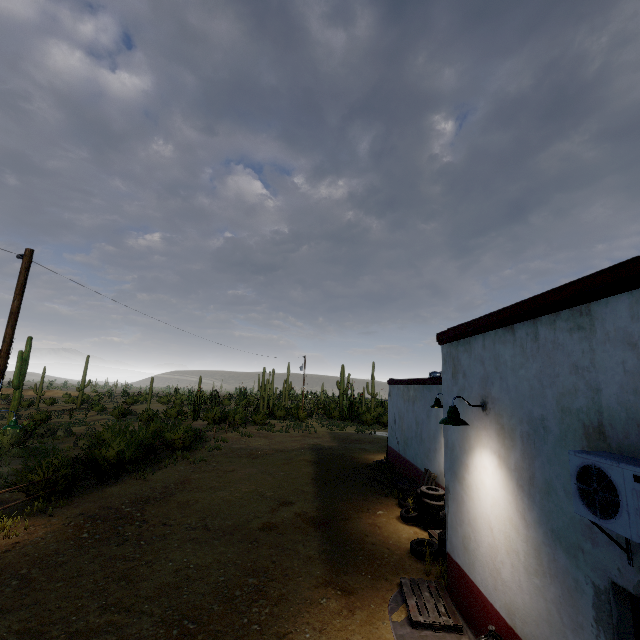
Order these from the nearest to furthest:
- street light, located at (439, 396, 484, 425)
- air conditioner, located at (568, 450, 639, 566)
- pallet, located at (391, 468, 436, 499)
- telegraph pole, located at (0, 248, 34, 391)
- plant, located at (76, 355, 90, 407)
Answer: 1. air conditioner, located at (568, 450, 639, 566)
2. street light, located at (439, 396, 484, 425)
3. telegraph pole, located at (0, 248, 34, 391)
4. pallet, located at (391, 468, 436, 499)
5. plant, located at (76, 355, 90, 407)

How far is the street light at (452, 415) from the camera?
5.0m

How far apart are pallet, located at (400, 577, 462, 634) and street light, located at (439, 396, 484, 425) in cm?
319

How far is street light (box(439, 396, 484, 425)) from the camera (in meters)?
4.96

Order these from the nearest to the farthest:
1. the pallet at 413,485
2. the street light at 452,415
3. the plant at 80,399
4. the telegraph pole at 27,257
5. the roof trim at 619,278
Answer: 1. the roof trim at 619,278
2. the street light at 452,415
3. the telegraph pole at 27,257
4. the pallet at 413,485
5. the plant at 80,399

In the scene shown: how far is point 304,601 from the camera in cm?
575

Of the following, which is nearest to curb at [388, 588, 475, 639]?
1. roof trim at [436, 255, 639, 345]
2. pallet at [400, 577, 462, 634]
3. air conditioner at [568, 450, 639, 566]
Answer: pallet at [400, 577, 462, 634]

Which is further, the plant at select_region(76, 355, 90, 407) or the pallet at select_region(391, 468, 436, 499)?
the plant at select_region(76, 355, 90, 407)
